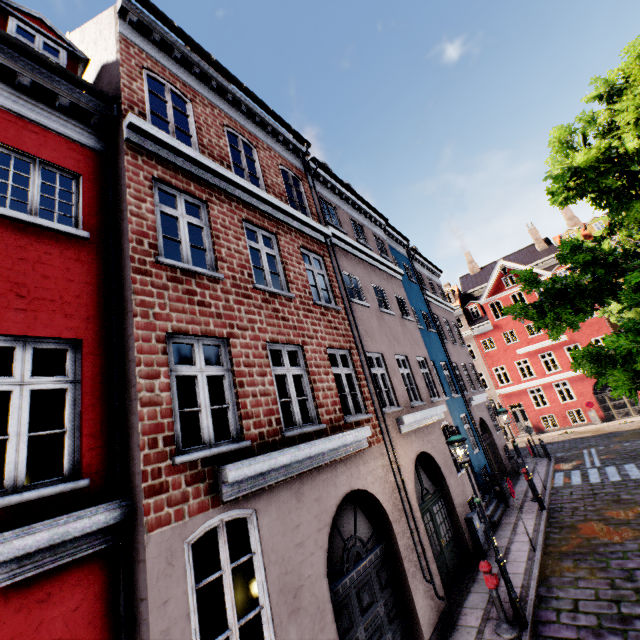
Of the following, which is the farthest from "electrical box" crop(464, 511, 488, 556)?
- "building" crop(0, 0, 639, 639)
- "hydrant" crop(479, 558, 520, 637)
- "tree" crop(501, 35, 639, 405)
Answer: "tree" crop(501, 35, 639, 405)

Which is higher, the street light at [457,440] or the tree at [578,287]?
the tree at [578,287]

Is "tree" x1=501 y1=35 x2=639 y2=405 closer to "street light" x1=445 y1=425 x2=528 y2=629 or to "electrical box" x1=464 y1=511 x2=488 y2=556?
"street light" x1=445 y1=425 x2=528 y2=629

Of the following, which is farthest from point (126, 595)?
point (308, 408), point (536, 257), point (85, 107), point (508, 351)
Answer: point (536, 257)

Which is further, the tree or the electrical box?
the electrical box

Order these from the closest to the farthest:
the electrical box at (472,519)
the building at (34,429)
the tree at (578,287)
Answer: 1. the building at (34,429)
2. the tree at (578,287)
3. the electrical box at (472,519)

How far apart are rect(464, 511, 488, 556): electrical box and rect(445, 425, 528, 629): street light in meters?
3.3 m

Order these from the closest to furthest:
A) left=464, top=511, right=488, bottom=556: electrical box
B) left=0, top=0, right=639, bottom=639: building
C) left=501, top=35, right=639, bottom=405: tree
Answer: left=0, top=0, right=639, bottom=639: building < left=501, top=35, right=639, bottom=405: tree < left=464, top=511, right=488, bottom=556: electrical box
